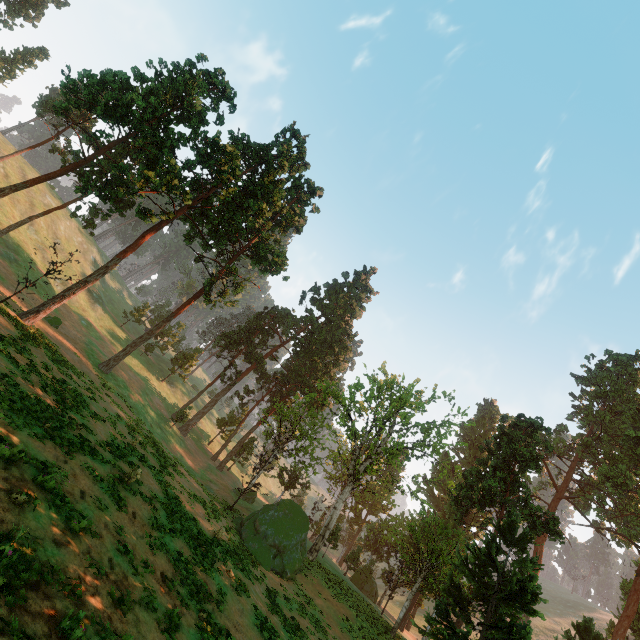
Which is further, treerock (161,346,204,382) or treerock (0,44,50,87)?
treerock (161,346,204,382)

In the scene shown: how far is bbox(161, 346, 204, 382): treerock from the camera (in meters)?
56.34

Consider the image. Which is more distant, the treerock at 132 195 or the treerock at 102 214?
the treerock at 102 214

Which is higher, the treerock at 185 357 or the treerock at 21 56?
the treerock at 21 56

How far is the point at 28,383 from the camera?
15.9 meters
